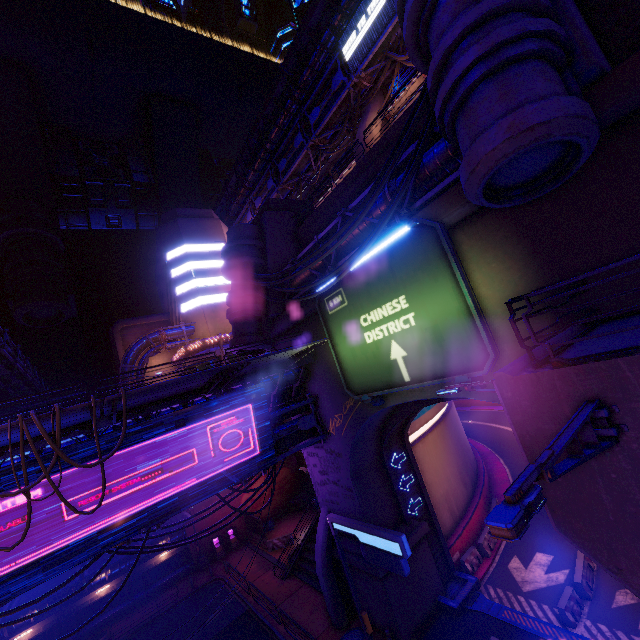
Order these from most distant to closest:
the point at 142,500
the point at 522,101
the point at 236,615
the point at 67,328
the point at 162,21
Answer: the point at 162,21, the point at 67,328, the point at 236,615, the point at 142,500, the point at 522,101

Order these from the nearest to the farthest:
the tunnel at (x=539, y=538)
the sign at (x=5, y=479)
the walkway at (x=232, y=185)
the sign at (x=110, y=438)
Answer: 1. the sign at (x=5, y=479)
2. the sign at (x=110, y=438)
3. the tunnel at (x=539, y=538)
4. the walkway at (x=232, y=185)

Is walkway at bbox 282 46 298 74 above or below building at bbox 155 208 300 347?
above

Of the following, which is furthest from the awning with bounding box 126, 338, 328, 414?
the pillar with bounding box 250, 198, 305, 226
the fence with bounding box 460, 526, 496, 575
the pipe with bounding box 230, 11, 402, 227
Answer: the pipe with bounding box 230, 11, 402, 227

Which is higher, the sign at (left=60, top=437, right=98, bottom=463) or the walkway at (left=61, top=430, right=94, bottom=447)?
the walkway at (left=61, top=430, right=94, bottom=447)

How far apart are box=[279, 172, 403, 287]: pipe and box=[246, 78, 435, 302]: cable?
1.0 meters

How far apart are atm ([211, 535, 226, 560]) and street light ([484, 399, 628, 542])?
37.5 meters

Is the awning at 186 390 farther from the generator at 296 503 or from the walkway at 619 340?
the generator at 296 503
